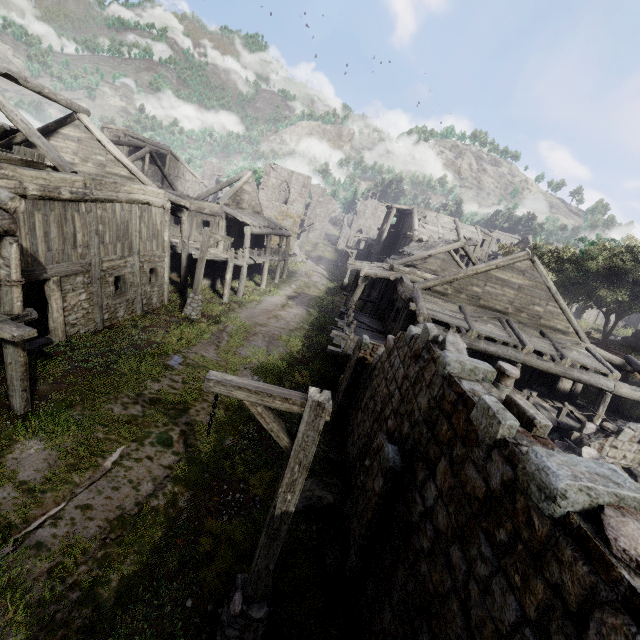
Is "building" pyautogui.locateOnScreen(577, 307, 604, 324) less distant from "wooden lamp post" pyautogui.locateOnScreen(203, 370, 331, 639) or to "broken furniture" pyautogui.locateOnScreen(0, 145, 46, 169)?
"broken furniture" pyautogui.locateOnScreen(0, 145, 46, 169)

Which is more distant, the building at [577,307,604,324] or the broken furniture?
the building at [577,307,604,324]

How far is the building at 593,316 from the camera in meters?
38.7

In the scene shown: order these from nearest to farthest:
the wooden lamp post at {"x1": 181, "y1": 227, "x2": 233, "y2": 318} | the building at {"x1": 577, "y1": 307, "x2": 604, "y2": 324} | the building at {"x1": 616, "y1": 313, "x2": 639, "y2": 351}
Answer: the wooden lamp post at {"x1": 181, "y1": 227, "x2": 233, "y2": 318} < the building at {"x1": 616, "y1": 313, "x2": 639, "y2": 351} < the building at {"x1": 577, "y1": 307, "x2": 604, "y2": 324}

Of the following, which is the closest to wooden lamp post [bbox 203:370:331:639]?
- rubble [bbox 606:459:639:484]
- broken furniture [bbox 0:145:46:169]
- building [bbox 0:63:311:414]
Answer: building [bbox 0:63:311:414]

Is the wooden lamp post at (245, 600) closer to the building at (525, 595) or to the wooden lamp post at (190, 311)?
the building at (525, 595)

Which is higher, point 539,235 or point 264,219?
point 539,235
